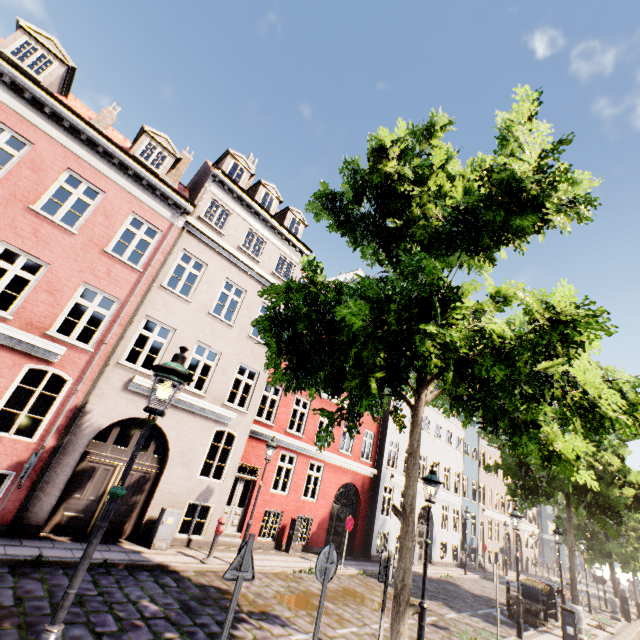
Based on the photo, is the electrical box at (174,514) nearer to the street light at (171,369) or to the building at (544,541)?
the building at (544,541)

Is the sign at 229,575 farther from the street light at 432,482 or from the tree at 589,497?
the street light at 432,482

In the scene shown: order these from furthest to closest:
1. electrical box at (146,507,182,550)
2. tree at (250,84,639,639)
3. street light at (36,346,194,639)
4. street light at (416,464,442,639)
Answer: electrical box at (146,507,182,550) → street light at (416,464,442,639) → tree at (250,84,639,639) → street light at (36,346,194,639)

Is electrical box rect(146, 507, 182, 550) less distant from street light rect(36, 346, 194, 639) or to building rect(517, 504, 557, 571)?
building rect(517, 504, 557, 571)

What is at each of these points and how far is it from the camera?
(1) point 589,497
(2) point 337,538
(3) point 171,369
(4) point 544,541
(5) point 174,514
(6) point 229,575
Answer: (1) tree, 16.0m
(2) building, 16.9m
(3) street light, 3.7m
(4) building, 49.4m
(5) electrical box, 10.1m
(6) sign, 4.2m

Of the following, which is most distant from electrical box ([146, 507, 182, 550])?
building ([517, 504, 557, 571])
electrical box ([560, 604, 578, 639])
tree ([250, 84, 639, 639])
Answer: electrical box ([560, 604, 578, 639])

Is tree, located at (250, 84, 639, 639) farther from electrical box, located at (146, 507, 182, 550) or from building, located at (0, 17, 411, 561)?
electrical box, located at (146, 507, 182, 550)

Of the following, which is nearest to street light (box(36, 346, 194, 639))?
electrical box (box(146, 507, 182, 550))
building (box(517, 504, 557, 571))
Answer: building (box(517, 504, 557, 571))
